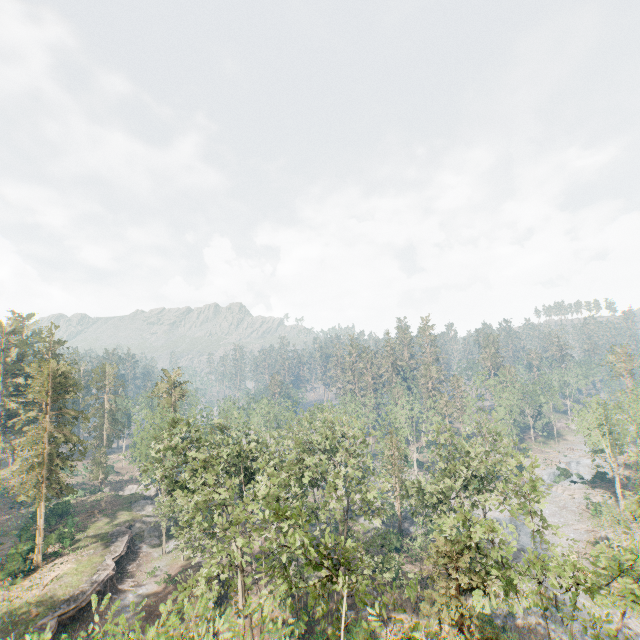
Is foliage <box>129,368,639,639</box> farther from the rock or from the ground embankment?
the ground embankment

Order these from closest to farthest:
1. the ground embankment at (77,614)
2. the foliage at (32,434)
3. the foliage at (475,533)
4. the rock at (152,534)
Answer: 1. the foliage at (475,533)
2. the ground embankment at (77,614)
3. the foliage at (32,434)
4. the rock at (152,534)

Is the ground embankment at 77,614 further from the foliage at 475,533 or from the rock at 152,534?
the foliage at 475,533

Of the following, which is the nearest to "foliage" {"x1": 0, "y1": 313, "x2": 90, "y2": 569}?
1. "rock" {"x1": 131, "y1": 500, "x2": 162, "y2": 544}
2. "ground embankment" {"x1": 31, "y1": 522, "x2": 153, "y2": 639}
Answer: "rock" {"x1": 131, "y1": 500, "x2": 162, "y2": 544}

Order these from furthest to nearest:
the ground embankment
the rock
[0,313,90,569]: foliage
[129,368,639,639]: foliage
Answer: the rock
[0,313,90,569]: foliage
the ground embankment
[129,368,639,639]: foliage

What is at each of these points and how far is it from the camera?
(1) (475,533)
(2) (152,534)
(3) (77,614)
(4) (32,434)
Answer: (1) foliage, 18.4m
(2) rock, 47.9m
(3) ground embankment, 31.1m
(4) foliage, 39.3m
